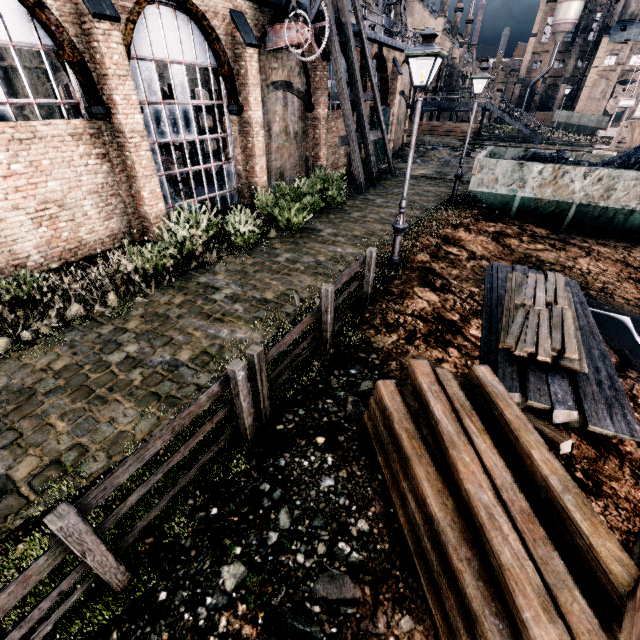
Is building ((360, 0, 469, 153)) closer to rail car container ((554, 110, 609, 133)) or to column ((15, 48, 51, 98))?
column ((15, 48, 51, 98))

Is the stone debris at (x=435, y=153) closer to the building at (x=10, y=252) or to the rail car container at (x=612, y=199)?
the building at (x=10, y=252)

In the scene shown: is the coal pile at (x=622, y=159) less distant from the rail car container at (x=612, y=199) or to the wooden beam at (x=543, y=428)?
the rail car container at (x=612, y=199)

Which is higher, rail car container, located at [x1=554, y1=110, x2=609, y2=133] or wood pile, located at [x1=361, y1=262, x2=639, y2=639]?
rail car container, located at [x1=554, y1=110, x2=609, y2=133]

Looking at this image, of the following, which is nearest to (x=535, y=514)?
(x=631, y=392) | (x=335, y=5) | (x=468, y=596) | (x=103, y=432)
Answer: (x=468, y=596)

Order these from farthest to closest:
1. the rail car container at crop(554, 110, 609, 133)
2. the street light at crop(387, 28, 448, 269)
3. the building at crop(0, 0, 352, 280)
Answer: the rail car container at crop(554, 110, 609, 133) → the building at crop(0, 0, 352, 280) → the street light at crop(387, 28, 448, 269)

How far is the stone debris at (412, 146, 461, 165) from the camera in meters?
28.0

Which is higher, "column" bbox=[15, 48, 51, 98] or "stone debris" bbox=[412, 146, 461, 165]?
"column" bbox=[15, 48, 51, 98]
